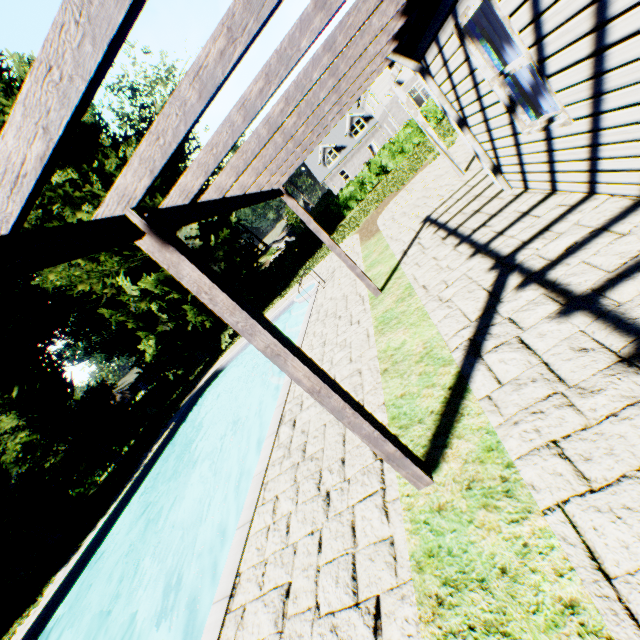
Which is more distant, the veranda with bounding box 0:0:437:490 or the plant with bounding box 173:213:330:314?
the plant with bounding box 173:213:330:314

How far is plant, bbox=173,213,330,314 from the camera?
20.7m

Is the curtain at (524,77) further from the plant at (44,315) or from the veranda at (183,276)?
the plant at (44,315)

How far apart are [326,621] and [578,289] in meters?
3.6 m

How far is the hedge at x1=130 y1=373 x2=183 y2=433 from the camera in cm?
2629

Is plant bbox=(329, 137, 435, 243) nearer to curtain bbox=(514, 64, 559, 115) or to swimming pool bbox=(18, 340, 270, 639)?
swimming pool bbox=(18, 340, 270, 639)

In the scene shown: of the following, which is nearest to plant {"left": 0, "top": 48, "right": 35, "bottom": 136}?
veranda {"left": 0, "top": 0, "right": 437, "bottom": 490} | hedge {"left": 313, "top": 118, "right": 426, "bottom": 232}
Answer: hedge {"left": 313, "top": 118, "right": 426, "bottom": 232}

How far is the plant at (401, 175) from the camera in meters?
17.2 m
